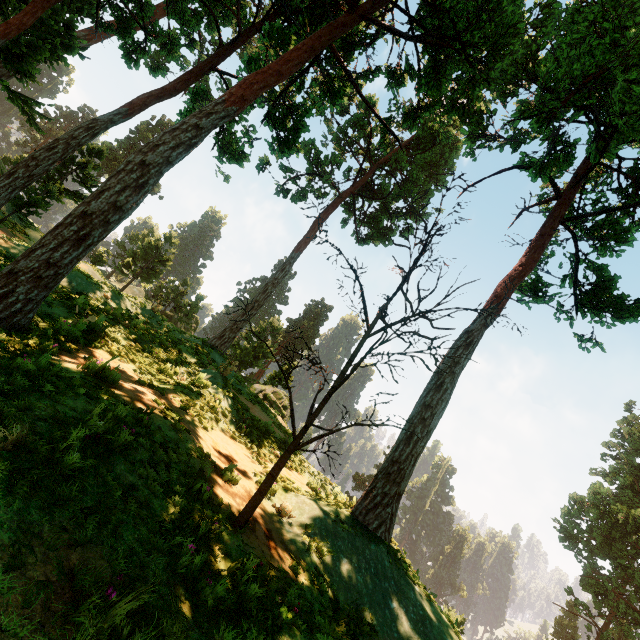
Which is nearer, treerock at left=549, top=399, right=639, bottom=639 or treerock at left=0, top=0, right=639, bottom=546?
treerock at left=0, top=0, right=639, bottom=546

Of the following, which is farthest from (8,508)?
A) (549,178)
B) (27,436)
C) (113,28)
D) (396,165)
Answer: (396,165)

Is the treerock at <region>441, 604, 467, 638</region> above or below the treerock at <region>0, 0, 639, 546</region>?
below

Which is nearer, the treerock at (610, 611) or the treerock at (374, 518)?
the treerock at (374, 518)
